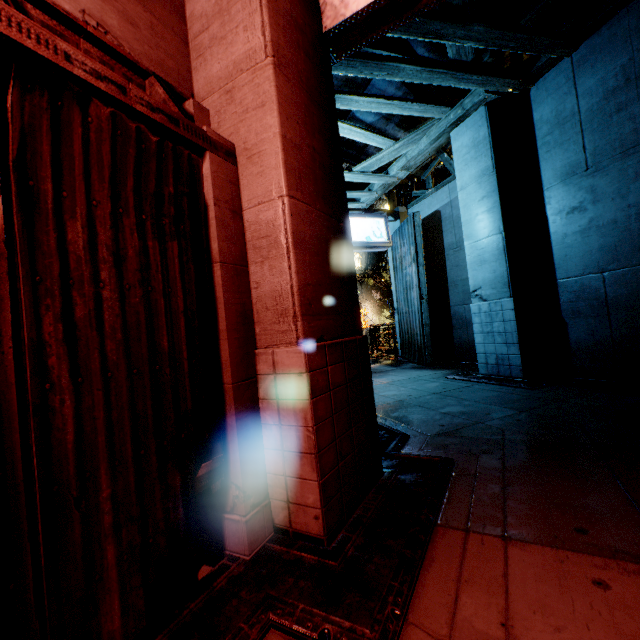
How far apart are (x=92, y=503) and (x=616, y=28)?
9.22m

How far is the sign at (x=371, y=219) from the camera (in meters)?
10.46

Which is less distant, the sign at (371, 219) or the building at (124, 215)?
the building at (124, 215)

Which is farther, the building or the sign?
the sign

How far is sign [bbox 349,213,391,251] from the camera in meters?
10.5
